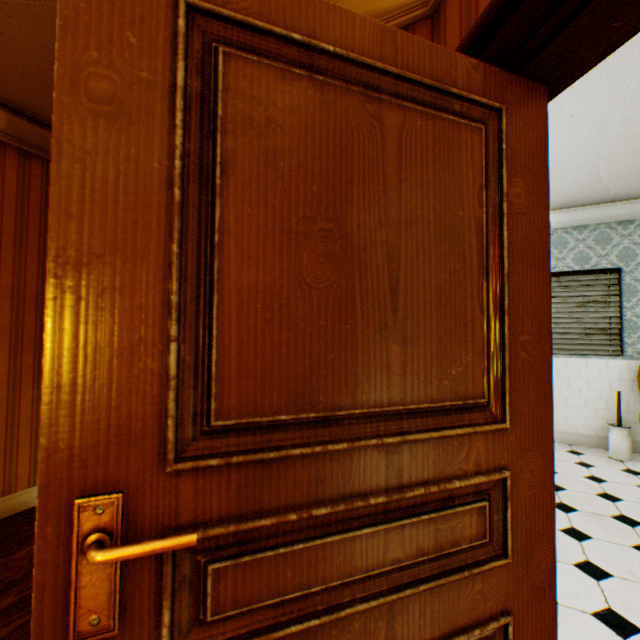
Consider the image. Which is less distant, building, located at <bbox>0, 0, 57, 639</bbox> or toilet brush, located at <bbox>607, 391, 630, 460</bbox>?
building, located at <bbox>0, 0, 57, 639</bbox>

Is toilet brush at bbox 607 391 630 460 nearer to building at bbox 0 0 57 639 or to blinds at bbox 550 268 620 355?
building at bbox 0 0 57 639

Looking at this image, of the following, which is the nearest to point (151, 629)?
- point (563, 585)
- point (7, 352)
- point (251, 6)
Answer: point (251, 6)

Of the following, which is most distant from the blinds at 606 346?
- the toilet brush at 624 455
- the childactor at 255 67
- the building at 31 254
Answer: the childactor at 255 67

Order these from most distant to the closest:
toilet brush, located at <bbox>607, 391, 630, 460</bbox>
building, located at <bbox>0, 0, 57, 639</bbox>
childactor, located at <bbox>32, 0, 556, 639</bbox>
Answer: toilet brush, located at <bbox>607, 391, 630, 460</bbox> < building, located at <bbox>0, 0, 57, 639</bbox> < childactor, located at <bbox>32, 0, 556, 639</bbox>

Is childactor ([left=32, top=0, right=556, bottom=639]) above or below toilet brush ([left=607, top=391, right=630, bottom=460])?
above

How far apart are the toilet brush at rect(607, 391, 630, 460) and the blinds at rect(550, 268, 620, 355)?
0.6m

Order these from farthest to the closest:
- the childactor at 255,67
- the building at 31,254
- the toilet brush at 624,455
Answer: the toilet brush at 624,455, the building at 31,254, the childactor at 255,67
